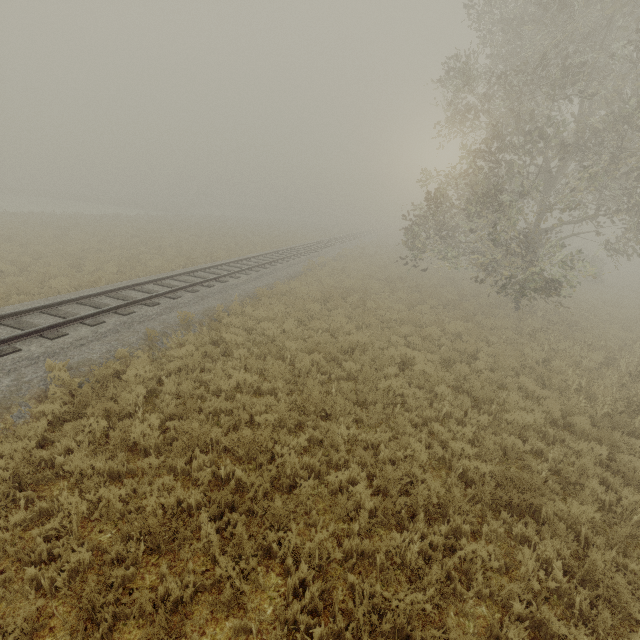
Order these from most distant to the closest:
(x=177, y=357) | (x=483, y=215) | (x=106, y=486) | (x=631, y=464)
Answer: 1. (x=483, y=215)
2. (x=177, y=357)
3. (x=631, y=464)
4. (x=106, y=486)
